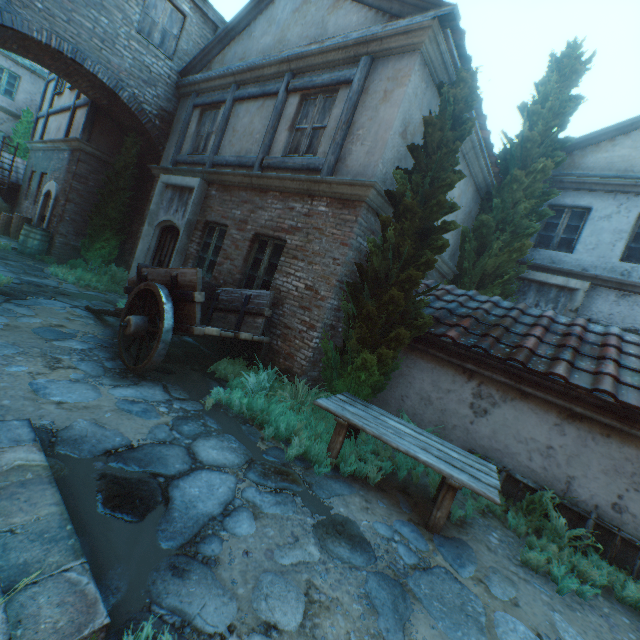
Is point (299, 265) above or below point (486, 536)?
above

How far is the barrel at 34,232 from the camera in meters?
9.9 m

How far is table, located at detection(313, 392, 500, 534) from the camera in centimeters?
344cm

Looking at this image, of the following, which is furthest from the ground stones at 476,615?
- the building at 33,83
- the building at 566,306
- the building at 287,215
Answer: the building at 33,83

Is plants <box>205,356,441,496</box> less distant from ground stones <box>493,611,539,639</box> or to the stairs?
ground stones <box>493,611,539,639</box>

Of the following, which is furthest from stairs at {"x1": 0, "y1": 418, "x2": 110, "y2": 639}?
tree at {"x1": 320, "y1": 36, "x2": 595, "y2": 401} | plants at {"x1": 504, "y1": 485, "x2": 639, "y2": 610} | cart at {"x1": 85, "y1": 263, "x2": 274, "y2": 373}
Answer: plants at {"x1": 504, "y1": 485, "x2": 639, "y2": 610}

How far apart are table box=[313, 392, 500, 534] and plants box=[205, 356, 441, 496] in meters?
0.0 m

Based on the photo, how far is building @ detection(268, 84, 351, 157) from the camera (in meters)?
5.99
